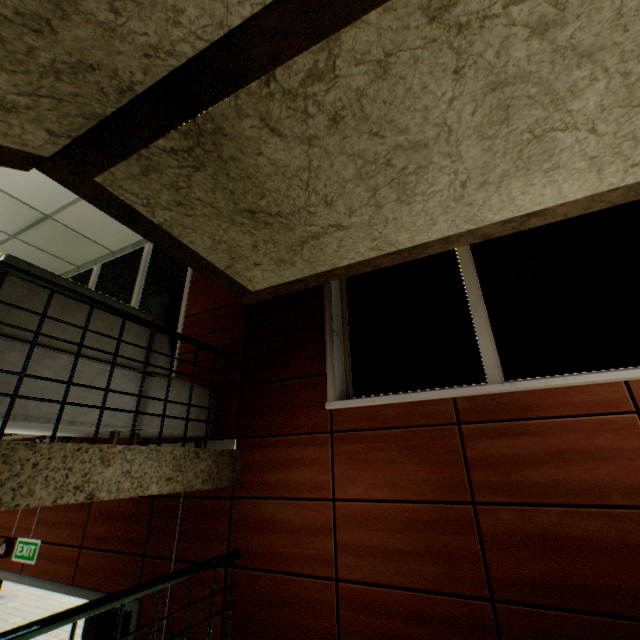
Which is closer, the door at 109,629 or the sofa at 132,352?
the sofa at 132,352

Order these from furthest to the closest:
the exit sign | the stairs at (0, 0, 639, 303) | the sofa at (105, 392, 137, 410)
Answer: the exit sign < the sofa at (105, 392, 137, 410) < the stairs at (0, 0, 639, 303)

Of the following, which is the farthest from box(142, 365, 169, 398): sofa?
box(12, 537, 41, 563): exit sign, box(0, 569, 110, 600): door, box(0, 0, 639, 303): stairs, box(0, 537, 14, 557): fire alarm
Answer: box(0, 537, 14, 557): fire alarm

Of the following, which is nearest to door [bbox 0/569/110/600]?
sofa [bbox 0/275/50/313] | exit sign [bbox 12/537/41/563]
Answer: exit sign [bbox 12/537/41/563]

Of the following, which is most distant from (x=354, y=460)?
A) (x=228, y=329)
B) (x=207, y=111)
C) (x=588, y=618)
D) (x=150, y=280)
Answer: (x=150, y=280)
